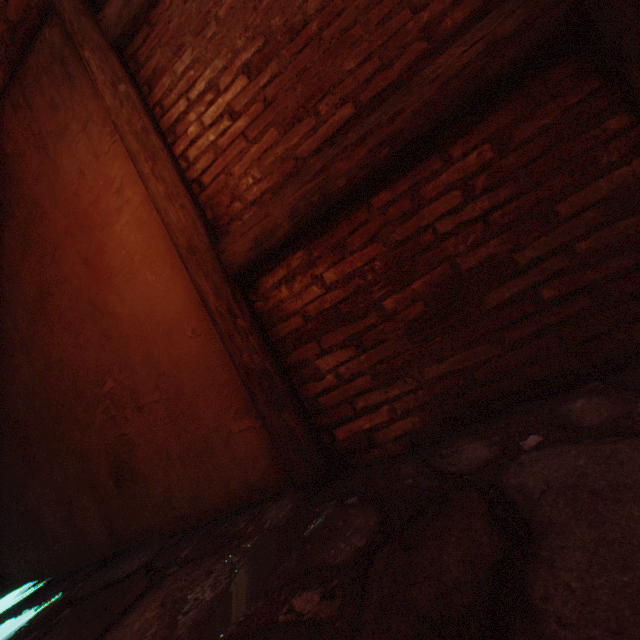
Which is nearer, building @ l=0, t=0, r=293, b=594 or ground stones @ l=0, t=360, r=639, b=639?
ground stones @ l=0, t=360, r=639, b=639

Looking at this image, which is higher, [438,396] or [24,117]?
[24,117]

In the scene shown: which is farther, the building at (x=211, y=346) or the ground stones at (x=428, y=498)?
the building at (x=211, y=346)

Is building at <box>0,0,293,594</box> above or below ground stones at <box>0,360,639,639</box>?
above

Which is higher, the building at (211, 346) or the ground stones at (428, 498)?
the building at (211, 346)
